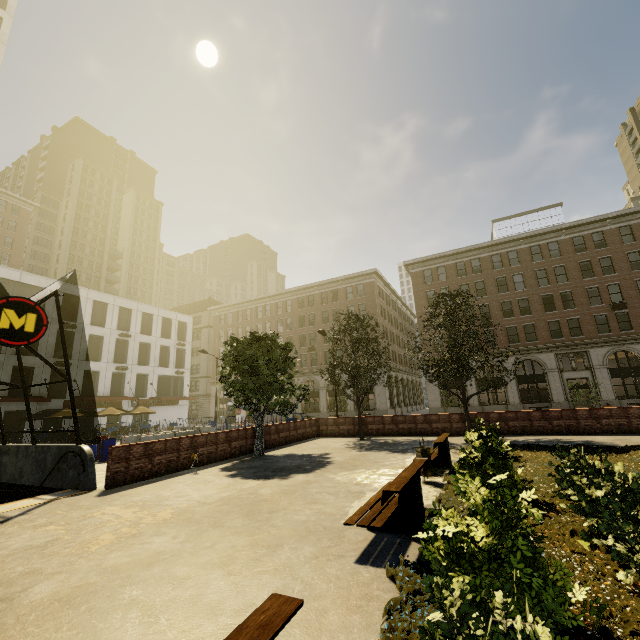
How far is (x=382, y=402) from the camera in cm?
4097

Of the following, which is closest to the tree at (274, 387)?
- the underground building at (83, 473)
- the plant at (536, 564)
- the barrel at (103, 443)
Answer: the plant at (536, 564)

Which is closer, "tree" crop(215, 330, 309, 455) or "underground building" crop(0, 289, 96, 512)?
"underground building" crop(0, 289, 96, 512)

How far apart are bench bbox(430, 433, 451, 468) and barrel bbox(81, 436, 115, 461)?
15.03m

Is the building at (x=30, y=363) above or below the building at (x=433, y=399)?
above

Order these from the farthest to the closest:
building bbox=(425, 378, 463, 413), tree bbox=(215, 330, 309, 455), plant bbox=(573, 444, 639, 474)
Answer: building bbox=(425, 378, 463, 413) → tree bbox=(215, 330, 309, 455) → plant bbox=(573, 444, 639, 474)

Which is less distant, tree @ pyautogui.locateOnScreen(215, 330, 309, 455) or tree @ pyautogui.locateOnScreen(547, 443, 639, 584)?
tree @ pyautogui.locateOnScreen(547, 443, 639, 584)

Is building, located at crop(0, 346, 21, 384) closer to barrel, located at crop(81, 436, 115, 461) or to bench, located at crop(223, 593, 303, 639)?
barrel, located at crop(81, 436, 115, 461)
